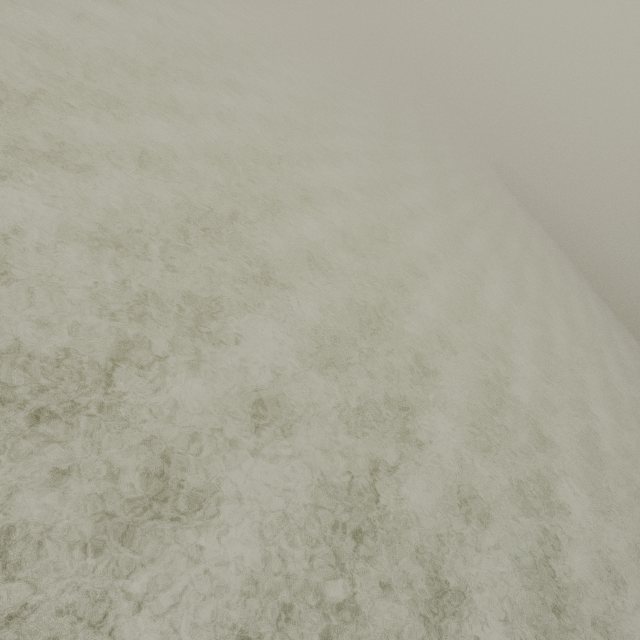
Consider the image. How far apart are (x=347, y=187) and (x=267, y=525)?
13.9 meters
